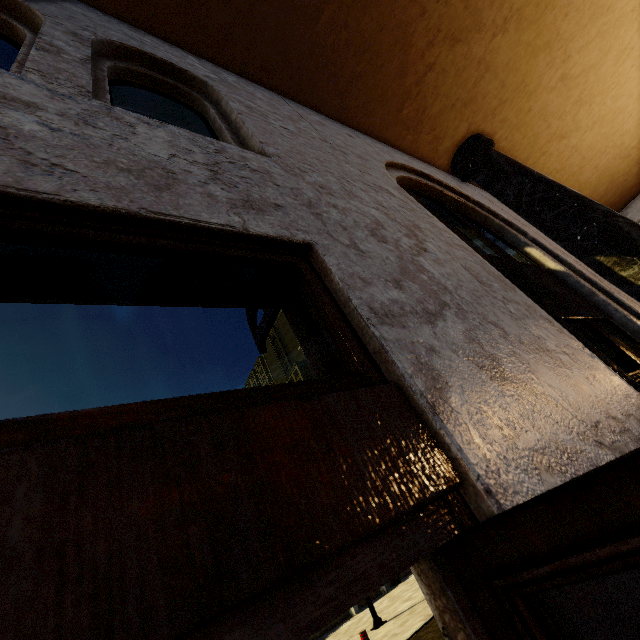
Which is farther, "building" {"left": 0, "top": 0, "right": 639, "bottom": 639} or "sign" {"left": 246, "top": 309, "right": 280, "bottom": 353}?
"sign" {"left": 246, "top": 309, "right": 280, "bottom": 353}

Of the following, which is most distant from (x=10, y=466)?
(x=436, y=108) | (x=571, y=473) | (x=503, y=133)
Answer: (x=503, y=133)

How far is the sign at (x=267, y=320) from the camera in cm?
198

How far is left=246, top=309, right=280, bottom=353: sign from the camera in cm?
198

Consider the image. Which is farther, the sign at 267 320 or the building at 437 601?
the sign at 267 320
